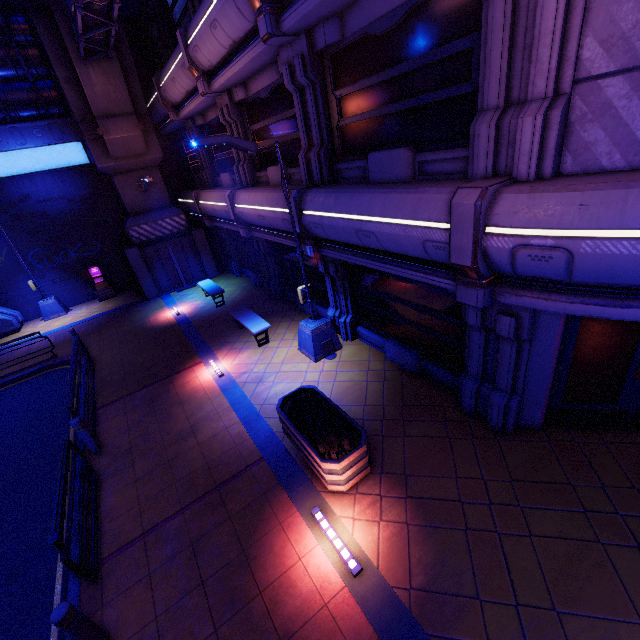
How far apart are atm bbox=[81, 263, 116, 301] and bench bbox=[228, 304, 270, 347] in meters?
10.6

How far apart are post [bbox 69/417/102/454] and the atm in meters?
13.2 m

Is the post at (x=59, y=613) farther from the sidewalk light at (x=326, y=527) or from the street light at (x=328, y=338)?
the street light at (x=328, y=338)

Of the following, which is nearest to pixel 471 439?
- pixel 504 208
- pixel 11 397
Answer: pixel 504 208

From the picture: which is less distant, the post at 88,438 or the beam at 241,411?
the beam at 241,411

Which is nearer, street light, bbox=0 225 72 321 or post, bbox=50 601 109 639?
post, bbox=50 601 109 639

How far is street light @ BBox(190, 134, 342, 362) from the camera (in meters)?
6.79

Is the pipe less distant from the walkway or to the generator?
the walkway
